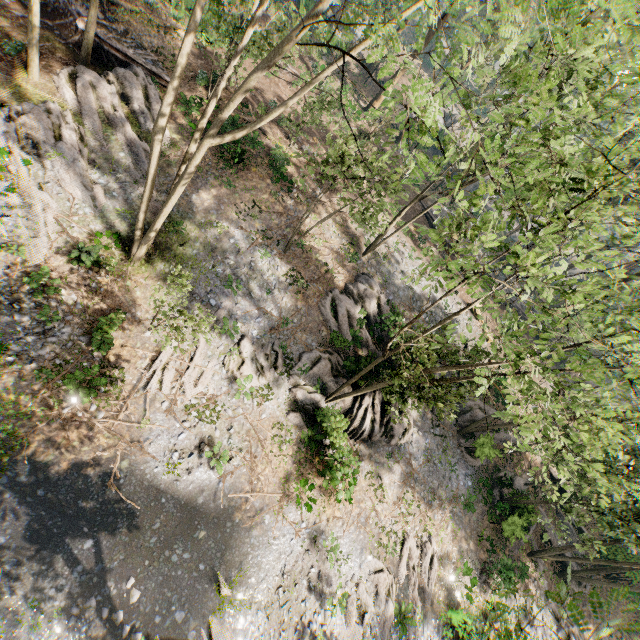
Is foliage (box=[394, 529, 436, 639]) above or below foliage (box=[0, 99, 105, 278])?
below

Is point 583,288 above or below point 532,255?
above

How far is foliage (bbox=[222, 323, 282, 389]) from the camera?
18.2 meters

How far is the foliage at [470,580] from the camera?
20.61m

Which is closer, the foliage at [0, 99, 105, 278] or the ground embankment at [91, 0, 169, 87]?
the foliage at [0, 99, 105, 278]

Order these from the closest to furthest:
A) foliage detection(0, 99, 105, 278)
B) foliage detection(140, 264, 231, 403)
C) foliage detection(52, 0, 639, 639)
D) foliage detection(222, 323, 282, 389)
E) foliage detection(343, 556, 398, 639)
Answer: foliage detection(52, 0, 639, 639) → foliage detection(140, 264, 231, 403) → foliage detection(0, 99, 105, 278) → foliage detection(343, 556, 398, 639) → foliage detection(222, 323, 282, 389)

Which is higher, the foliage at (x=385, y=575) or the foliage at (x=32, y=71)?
the foliage at (x=32, y=71)
